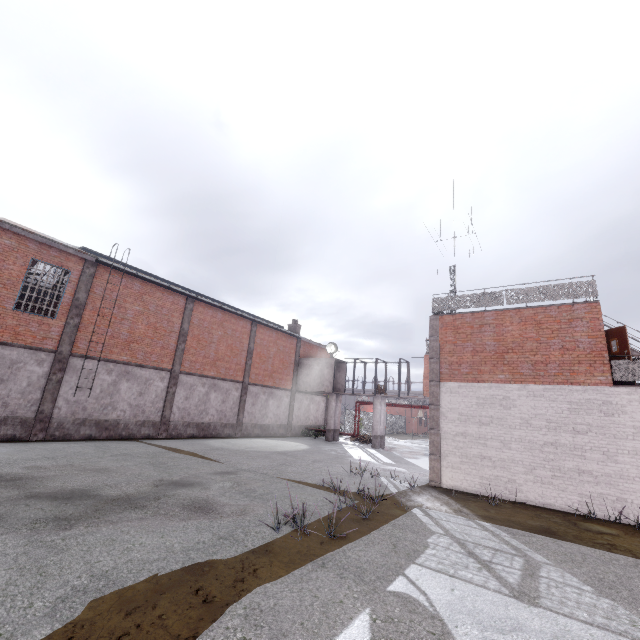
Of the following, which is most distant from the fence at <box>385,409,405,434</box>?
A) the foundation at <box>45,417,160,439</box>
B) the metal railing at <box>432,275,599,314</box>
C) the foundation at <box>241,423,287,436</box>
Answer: the foundation at <box>45,417,160,439</box>

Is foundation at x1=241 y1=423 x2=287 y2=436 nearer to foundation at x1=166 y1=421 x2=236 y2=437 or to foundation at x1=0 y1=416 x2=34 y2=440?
foundation at x1=166 y1=421 x2=236 y2=437

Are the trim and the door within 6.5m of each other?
yes

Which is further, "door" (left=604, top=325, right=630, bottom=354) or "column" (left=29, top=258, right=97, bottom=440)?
"column" (left=29, top=258, right=97, bottom=440)

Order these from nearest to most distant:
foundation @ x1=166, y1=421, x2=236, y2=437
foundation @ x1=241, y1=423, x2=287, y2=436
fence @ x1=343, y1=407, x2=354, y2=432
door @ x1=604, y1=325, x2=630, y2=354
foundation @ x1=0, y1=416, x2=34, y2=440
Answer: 1. door @ x1=604, y1=325, x2=630, y2=354
2. foundation @ x1=0, y1=416, x2=34, y2=440
3. foundation @ x1=166, y1=421, x2=236, y2=437
4. foundation @ x1=241, y1=423, x2=287, y2=436
5. fence @ x1=343, y1=407, x2=354, y2=432

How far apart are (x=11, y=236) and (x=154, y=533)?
15.7m

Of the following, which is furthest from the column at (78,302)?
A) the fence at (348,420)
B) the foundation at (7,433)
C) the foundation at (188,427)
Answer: the fence at (348,420)

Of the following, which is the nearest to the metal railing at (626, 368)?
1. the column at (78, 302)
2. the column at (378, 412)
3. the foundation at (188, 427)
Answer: the column at (378, 412)
